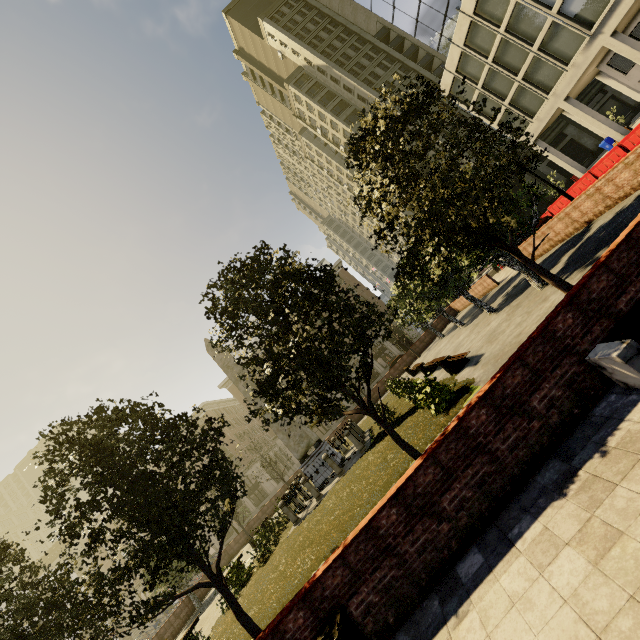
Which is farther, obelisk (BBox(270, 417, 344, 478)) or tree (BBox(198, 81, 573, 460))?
obelisk (BBox(270, 417, 344, 478))

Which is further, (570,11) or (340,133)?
(340,133)

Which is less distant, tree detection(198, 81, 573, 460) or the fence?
tree detection(198, 81, 573, 460)

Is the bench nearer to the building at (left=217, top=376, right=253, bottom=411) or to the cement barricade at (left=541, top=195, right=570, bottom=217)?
the cement barricade at (left=541, top=195, right=570, bottom=217)

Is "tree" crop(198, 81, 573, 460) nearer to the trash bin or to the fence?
the fence

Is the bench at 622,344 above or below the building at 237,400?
below

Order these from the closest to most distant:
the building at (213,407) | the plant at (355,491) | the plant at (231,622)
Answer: the plant at (355,491)
the plant at (231,622)
the building at (213,407)

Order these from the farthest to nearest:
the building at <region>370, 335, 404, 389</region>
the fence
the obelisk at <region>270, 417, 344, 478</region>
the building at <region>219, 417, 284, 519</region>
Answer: the building at <region>370, 335, 404, 389</region> → the building at <region>219, 417, 284, 519</region> → the obelisk at <region>270, 417, 344, 478</region> → the fence
